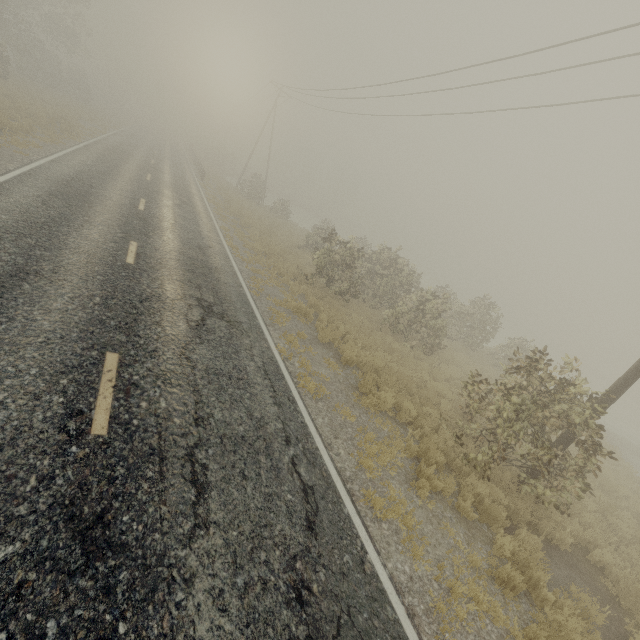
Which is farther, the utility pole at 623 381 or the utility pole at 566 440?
the utility pole at 566 440

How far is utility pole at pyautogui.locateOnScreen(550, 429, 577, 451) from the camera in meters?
8.0 m

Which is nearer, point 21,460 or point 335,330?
point 21,460

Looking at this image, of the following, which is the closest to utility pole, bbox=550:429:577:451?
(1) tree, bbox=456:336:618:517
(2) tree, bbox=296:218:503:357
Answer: (1) tree, bbox=456:336:618:517

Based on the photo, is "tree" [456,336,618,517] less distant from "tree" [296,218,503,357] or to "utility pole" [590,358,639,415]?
"utility pole" [590,358,639,415]

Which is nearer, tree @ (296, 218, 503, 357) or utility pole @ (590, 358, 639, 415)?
utility pole @ (590, 358, 639, 415)

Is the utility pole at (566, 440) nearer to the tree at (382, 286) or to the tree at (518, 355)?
the tree at (518, 355)
